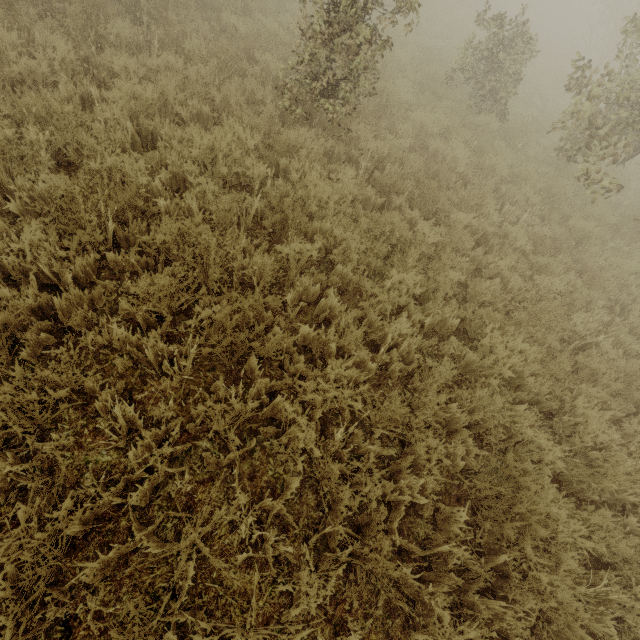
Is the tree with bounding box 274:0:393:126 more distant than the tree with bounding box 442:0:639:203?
No

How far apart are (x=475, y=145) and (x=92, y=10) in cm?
812

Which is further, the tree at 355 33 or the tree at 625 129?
the tree at 625 129
